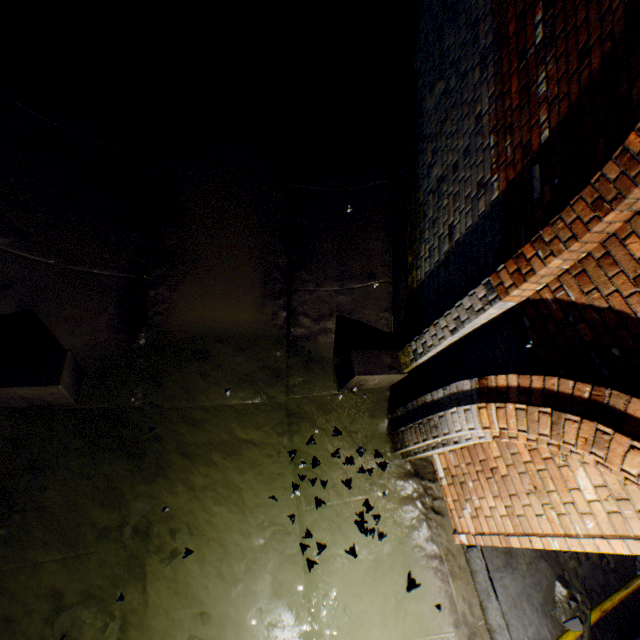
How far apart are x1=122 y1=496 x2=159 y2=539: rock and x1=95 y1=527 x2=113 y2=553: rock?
0.1 meters

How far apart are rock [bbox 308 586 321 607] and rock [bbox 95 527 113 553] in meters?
1.9 m

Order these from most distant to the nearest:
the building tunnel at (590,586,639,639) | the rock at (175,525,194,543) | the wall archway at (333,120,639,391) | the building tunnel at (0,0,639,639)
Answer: the building tunnel at (590,586,639,639) → the rock at (175,525,194,543) → the building tunnel at (0,0,639,639) → the wall archway at (333,120,639,391)

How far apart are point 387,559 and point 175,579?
2.10m

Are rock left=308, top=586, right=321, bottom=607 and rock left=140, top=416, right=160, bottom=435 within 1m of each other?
no

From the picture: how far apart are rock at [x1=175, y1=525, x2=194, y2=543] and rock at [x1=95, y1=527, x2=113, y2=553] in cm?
29

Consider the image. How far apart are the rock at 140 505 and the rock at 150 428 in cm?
54

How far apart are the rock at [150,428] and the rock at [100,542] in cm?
80
